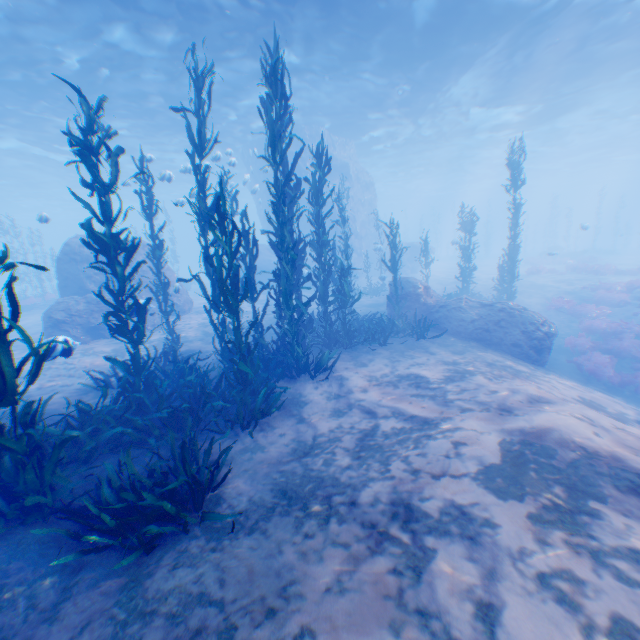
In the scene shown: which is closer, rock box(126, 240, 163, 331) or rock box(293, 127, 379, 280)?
rock box(126, 240, 163, 331)

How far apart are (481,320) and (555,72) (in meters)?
18.63

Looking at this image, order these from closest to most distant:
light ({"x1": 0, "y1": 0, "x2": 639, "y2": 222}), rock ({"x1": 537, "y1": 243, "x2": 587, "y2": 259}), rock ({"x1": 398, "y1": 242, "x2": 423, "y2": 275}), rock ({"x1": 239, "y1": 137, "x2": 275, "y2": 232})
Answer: light ({"x1": 0, "y1": 0, "x2": 639, "y2": 222}) < rock ({"x1": 537, "y1": 243, "x2": 587, "y2": 259}) < rock ({"x1": 239, "y1": 137, "x2": 275, "y2": 232}) < rock ({"x1": 398, "y1": 242, "x2": 423, "y2": 275})

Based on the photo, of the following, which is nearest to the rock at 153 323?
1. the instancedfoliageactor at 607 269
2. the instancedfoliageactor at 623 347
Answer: the instancedfoliageactor at 623 347

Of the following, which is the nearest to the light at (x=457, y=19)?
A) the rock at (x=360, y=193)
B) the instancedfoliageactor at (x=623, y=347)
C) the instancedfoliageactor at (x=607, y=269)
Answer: the rock at (x=360, y=193)

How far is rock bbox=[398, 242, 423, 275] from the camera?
31.0 meters

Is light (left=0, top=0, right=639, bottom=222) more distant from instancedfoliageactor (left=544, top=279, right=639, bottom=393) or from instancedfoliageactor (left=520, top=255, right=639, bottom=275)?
instancedfoliageactor (left=520, top=255, right=639, bottom=275)
